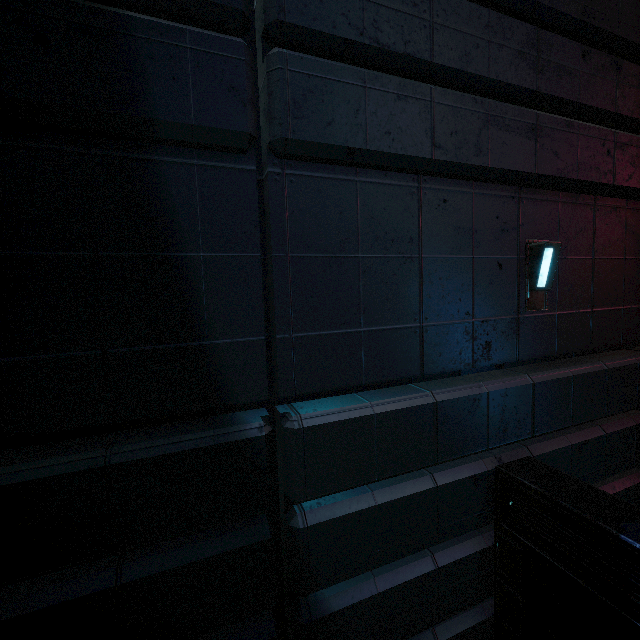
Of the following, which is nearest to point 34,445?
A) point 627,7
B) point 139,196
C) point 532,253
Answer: point 139,196
